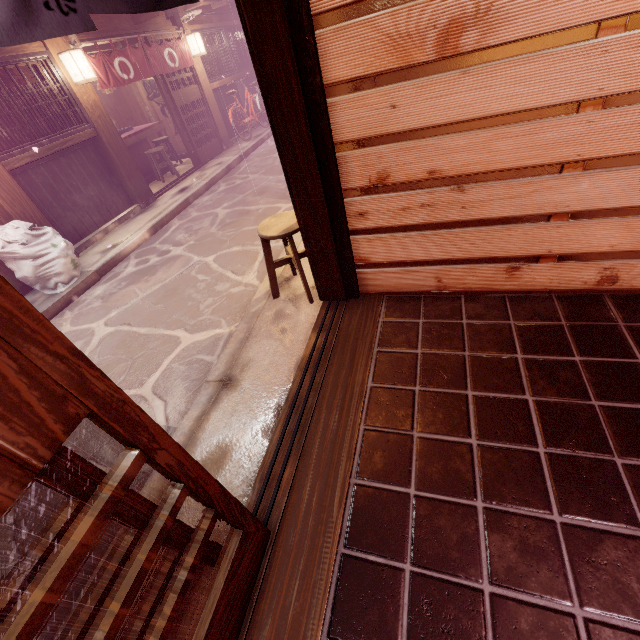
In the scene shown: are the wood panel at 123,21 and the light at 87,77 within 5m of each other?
yes

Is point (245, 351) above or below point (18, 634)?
below

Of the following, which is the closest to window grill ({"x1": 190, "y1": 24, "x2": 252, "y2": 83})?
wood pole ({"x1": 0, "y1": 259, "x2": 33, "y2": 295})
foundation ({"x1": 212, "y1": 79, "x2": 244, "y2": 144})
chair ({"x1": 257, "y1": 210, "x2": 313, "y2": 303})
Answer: foundation ({"x1": 212, "y1": 79, "x2": 244, "y2": 144})

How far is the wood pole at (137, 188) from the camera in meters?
9.8 m

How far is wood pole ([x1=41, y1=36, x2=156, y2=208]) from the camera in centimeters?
984cm

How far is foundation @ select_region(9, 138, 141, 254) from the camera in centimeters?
966cm

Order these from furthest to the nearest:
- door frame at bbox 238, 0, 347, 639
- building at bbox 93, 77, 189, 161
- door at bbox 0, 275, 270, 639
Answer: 1. building at bbox 93, 77, 189, 161
2. door frame at bbox 238, 0, 347, 639
3. door at bbox 0, 275, 270, 639

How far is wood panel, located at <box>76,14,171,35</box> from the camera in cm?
1112
